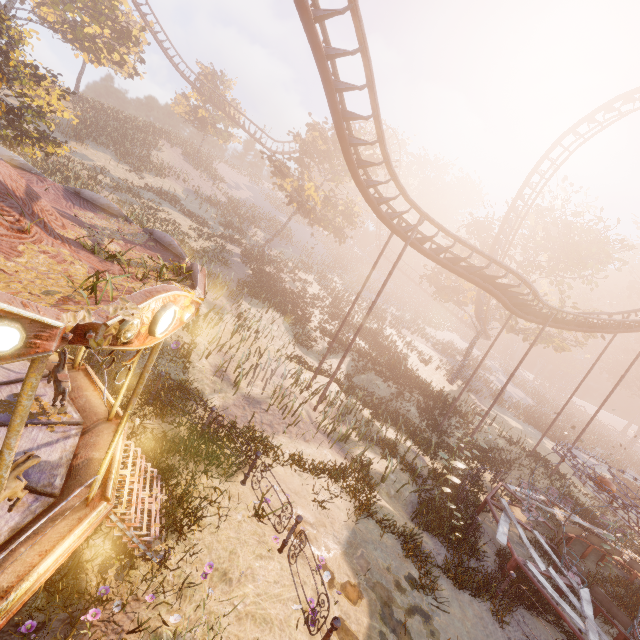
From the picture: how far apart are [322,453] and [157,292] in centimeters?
1044cm

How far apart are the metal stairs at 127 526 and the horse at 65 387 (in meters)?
1.01

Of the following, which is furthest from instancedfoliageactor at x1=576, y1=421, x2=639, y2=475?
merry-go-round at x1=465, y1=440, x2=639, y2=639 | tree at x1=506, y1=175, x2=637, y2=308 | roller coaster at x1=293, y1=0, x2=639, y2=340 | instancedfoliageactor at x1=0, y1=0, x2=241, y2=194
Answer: instancedfoliageactor at x1=0, y1=0, x2=241, y2=194

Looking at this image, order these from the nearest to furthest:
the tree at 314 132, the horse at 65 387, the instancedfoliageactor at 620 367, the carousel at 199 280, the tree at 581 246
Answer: the carousel at 199 280 → the horse at 65 387 → the tree at 581 246 → the tree at 314 132 → the instancedfoliageactor at 620 367

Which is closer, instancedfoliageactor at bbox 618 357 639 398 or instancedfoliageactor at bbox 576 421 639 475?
instancedfoliageactor at bbox 576 421 639 475

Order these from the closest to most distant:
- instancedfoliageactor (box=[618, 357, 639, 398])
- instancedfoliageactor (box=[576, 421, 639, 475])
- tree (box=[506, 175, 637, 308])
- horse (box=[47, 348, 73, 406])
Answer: horse (box=[47, 348, 73, 406])
tree (box=[506, 175, 637, 308])
instancedfoliageactor (box=[576, 421, 639, 475])
instancedfoliageactor (box=[618, 357, 639, 398])

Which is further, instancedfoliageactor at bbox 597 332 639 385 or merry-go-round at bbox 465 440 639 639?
instancedfoliageactor at bbox 597 332 639 385

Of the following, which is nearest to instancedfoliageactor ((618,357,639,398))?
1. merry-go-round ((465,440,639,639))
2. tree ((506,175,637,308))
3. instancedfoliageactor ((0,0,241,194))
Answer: merry-go-round ((465,440,639,639))
